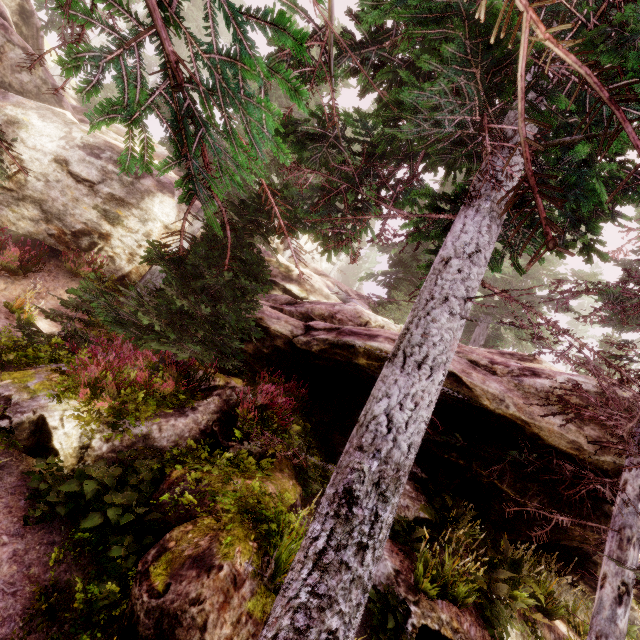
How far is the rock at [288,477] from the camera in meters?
5.4 m

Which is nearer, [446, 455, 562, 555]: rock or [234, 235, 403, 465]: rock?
[446, 455, 562, 555]: rock

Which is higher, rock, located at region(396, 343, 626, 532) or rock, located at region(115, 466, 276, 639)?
rock, located at region(396, 343, 626, 532)

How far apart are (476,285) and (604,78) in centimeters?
366cm

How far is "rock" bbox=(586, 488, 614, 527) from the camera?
8.2 meters

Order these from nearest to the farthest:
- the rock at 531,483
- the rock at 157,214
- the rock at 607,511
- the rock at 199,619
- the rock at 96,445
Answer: the rock at 199,619 < the rock at 96,445 < the rock at 531,483 < the rock at 607,511 < the rock at 157,214

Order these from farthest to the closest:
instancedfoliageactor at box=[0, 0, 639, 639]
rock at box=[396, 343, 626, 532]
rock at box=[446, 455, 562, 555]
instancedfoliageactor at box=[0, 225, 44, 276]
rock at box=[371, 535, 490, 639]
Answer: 1. instancedfoliageactor at box=[0, 225, 44, 276]
2. rock at box=[446, 455, 562, 555]
3. rock at box=[396, 343, 626, 532]
4. rock at box=[371, 535, 490, 639]
5. instancedfoliageactor at box=[0, 0, 639, 639]
